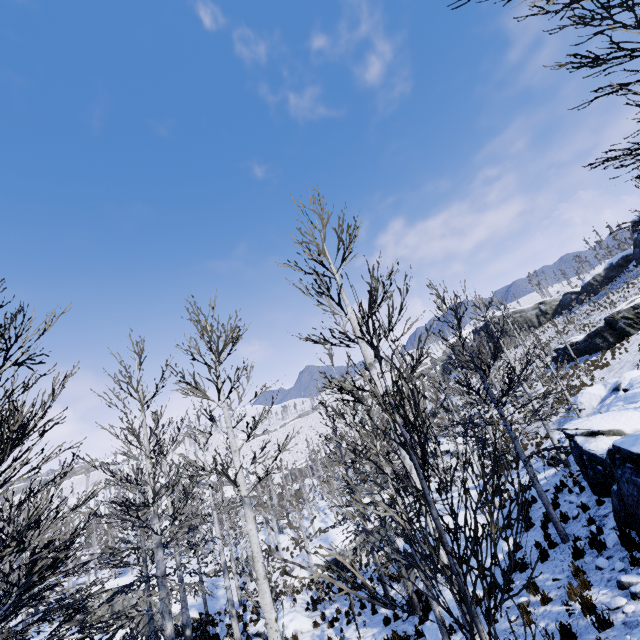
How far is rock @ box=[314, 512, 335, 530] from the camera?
40.6 meters

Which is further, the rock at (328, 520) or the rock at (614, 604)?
the rock at (328, 520)

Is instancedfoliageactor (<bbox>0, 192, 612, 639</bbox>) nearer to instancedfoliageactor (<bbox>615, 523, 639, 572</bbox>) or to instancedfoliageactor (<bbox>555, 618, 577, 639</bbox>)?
instancedfoliageactor (<bbox>555, 618, 577, 639</bbox>)

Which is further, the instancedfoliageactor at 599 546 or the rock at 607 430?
the instancedfoliageactor at 599 546

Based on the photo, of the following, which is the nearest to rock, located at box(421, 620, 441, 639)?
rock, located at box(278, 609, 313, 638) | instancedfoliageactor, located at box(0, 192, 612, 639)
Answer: instancedfoliageactor, located at box(0, 192, 612, 639)

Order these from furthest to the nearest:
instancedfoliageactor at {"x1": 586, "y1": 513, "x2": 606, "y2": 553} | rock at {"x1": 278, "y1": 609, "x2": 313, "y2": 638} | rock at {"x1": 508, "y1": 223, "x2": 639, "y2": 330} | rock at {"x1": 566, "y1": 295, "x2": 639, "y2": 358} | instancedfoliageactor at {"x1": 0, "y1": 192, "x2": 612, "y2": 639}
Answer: rock at {"x1": 508, "y1": 223, "x2": 639, "y2": 330}
rock at {"x1": 566, "y1": 295, "x2": 639, "y2": 358}
rock at {"x1": 278, "y1": 609, "x2": 313, "y2": 638}
instancedfoliageactor at {"x1": 586, "y1": 513, "x2": 606, "y2": 553}
instancedfoliageactor at {"x1": 0, "y1": 192, "x2": 612, "y2": 639}

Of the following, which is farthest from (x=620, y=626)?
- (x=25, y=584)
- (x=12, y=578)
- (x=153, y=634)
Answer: (x=12, y=578)

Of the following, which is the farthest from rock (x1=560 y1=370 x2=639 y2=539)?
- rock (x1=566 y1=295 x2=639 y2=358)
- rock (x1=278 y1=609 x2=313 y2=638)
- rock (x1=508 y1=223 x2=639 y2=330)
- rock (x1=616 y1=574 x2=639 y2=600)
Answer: rock (x1=508 y1=223 x2=639 y2=330)
